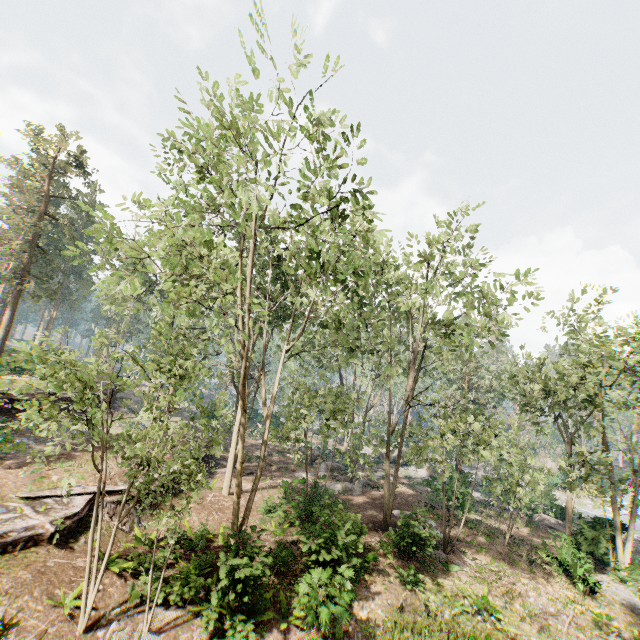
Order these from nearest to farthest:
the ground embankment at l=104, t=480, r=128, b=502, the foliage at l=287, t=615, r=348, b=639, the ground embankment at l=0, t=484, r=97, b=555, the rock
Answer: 1. the foliage at l=287, t=615, r=348, b=639
2. the ground embankment at l=0, t=484, r=97, b=555
3. the ground embankment at l=104, t=480, r=128, b=502
4. the rock

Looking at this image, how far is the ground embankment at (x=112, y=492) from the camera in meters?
15.4 m

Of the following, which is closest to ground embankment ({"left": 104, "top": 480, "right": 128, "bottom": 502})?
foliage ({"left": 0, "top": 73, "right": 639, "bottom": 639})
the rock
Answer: foliage ({"left": 0, "top": 73, "right": 639, "bottom": 639})

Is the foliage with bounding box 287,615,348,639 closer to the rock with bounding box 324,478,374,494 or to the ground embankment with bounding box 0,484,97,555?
the rock with bounding box 324,478,374,494

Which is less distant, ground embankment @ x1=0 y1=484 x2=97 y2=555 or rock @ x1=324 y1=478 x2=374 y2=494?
ground embankment @ x1=0 y1=484 x2=97 y2=555

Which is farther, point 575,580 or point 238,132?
point 575,580

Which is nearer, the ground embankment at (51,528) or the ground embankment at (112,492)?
the ground embankment at (51,528)
